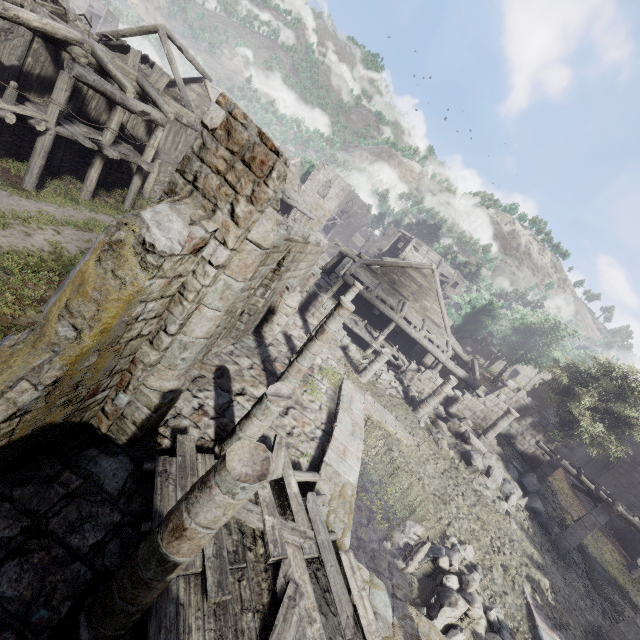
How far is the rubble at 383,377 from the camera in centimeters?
1781cm

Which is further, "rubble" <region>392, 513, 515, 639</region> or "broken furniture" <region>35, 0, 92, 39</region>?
"broken furniture" <region>35, 0, 92, 39</region>

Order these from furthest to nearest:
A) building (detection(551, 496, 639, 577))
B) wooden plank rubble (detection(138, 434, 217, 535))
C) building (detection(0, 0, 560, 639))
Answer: building (detection(551, 496, 639, 577))
wooden plank rubble (detection(138, 434, 217, 535))
building (detection(0, 0, 560, 639))

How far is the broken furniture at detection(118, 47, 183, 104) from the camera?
16.4m

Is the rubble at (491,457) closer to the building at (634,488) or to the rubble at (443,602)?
the building at (634,488)

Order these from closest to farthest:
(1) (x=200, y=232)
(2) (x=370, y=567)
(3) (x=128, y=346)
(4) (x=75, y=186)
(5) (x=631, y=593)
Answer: (1) (x=200, y=232) → (3) (x=128, y=346) → (2) (x=370, y=567) → (4) (x=75, y=186) → (5) (x=631, y=593)

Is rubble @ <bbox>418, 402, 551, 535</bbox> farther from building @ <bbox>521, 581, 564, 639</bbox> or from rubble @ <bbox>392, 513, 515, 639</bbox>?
rubble @ <bbox>392, 513, 515, 639</bbox>

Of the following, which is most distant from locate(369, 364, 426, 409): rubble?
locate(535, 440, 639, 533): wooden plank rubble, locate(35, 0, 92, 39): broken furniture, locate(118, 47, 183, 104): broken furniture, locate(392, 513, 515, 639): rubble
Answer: locate(35, 0, 92, 39): broken furniture
